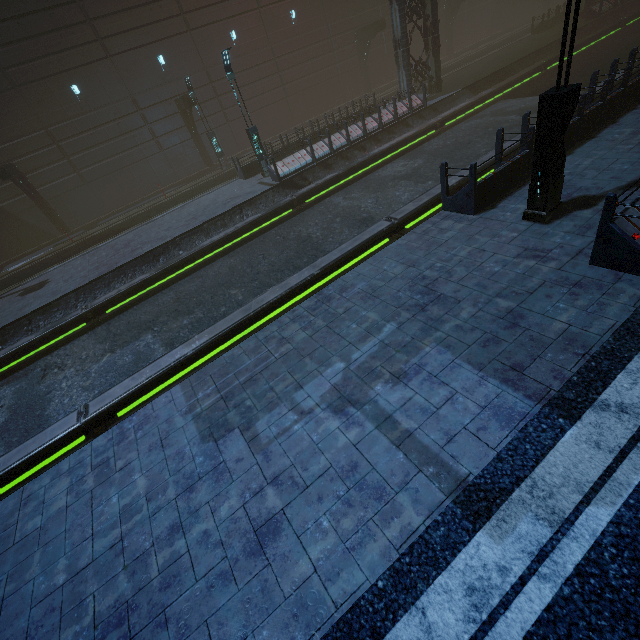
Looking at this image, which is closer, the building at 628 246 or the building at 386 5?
the building at 628 246

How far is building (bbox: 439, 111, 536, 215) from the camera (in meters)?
8.00

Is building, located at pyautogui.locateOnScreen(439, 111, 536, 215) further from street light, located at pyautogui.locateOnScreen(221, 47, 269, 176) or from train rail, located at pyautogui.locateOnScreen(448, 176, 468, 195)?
street light, located at pyautogui.locateOnScreen(221, 47, 269, 176)

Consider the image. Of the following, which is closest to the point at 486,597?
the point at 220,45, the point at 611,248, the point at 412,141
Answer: the point at 611,248

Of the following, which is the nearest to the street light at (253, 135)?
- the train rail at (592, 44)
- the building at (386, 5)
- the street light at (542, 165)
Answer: the building at (386, 5)

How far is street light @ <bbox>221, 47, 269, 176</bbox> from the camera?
15.0 meters

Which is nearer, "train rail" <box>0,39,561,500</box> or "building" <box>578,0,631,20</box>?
"train rail" <box>0,39,561,500</box>
